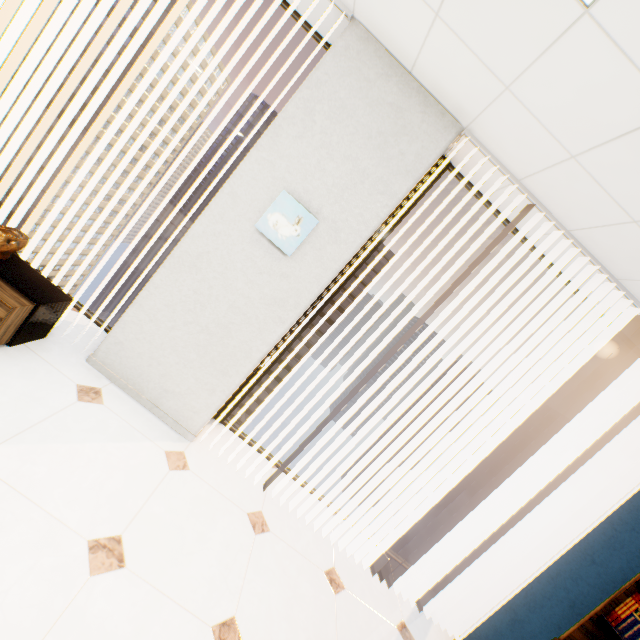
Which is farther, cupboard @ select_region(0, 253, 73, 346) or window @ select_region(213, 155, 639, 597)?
window @ select_region(213, 155, 639, 597)

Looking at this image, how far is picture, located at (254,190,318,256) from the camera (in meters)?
2.20

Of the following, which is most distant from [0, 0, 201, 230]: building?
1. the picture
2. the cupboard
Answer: the picture

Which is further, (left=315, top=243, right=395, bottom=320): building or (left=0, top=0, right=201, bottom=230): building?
(left=315, top=243, right=395, bottom=320): building

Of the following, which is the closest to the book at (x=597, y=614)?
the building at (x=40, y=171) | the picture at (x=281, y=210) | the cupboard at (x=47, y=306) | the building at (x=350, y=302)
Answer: the picture at (x=281, y=210)

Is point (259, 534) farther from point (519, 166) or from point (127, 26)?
point (127, 26)

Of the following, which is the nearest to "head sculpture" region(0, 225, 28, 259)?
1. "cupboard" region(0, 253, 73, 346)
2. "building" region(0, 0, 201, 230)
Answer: "cupboard" region(0, 253, 73, 346)

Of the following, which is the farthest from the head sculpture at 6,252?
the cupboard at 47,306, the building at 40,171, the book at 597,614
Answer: the building at 40,171
